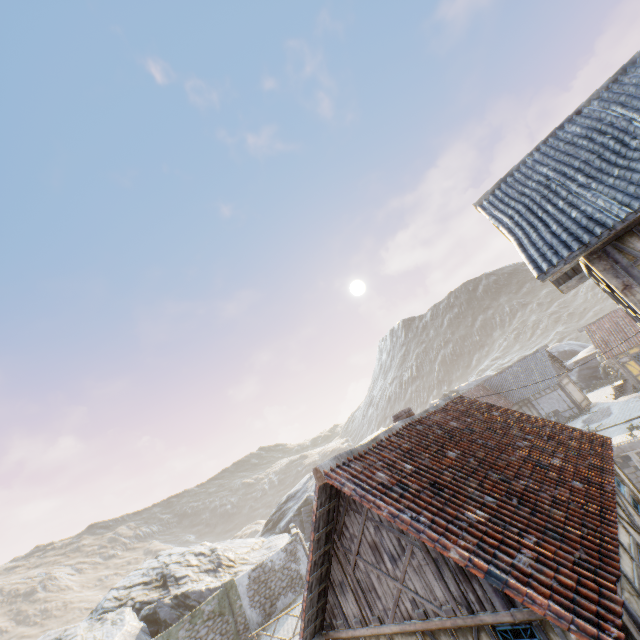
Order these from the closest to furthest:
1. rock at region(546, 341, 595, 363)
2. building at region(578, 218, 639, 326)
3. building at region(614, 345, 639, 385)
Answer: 1. building at region(578, 218, 639, 326)
2. building at region(614, 345, 639, 385)
3. rock at region(546, 341, 595, 363)

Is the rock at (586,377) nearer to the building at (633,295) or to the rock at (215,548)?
the rock at (215,548)

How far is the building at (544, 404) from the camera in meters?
27.7 m

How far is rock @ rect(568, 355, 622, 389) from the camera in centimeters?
3322cm

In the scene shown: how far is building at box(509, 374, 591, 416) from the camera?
27.70m

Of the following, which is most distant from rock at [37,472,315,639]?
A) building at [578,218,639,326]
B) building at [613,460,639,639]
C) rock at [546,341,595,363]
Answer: building at [578,218,639,326]

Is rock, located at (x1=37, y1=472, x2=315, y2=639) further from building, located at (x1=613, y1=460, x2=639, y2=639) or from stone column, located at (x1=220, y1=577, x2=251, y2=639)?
building, located at (x1=613, y1=460, x2=639, y2=639)

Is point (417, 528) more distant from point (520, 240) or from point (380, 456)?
point (520, 240)
